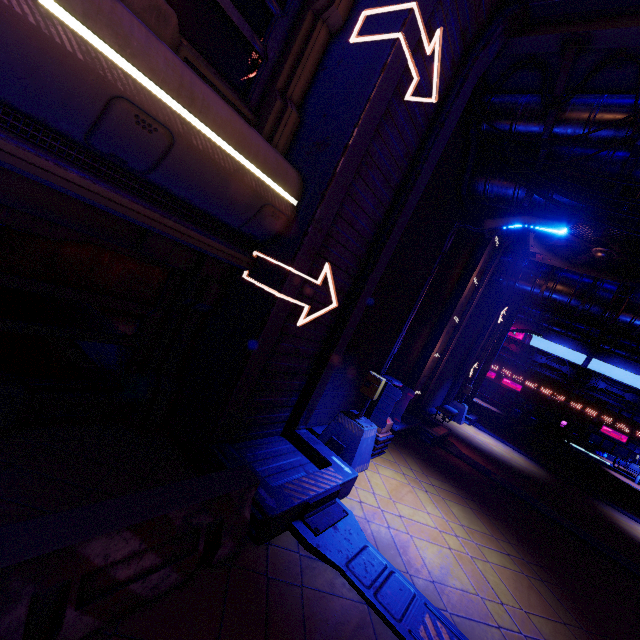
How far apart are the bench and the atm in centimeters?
35cm

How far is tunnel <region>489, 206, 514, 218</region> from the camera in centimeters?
1130cm

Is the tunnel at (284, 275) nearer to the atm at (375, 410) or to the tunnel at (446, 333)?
the atm at (375, 410)

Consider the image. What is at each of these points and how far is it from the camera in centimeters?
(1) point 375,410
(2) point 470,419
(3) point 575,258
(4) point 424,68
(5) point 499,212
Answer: (1) atm, 790cm
(2) tunnel, 1827cm
(3) vent, 1190cm
(4) tunnel, 529cm
(5) tunnel, 1141cm

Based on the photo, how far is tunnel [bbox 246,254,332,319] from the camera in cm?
463

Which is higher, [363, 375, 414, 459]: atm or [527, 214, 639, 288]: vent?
[527, 214, 639, 288]: vent

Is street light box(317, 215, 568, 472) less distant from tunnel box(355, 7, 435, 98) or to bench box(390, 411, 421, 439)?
tunnel box(355, 7, 435, 98)

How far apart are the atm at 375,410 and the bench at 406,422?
0.4m
